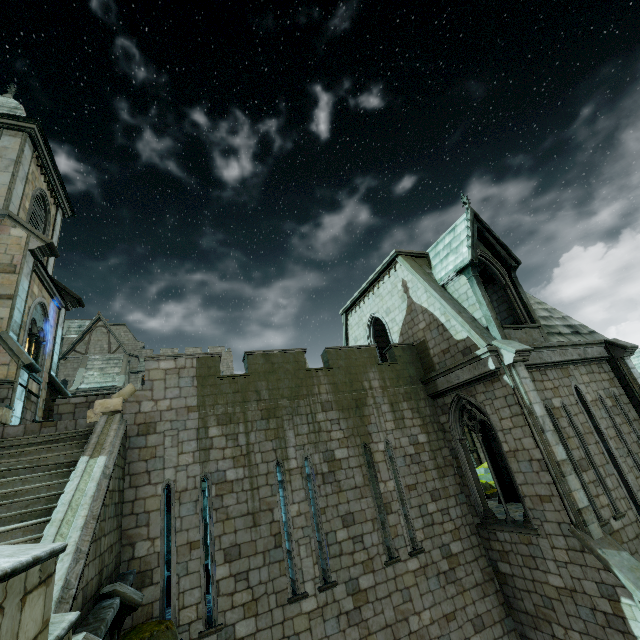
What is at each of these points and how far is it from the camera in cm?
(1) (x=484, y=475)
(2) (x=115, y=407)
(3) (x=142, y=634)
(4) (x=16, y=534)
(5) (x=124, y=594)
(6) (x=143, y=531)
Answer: (1) rock, 2298
(2) brick, 929
(3) rock, 660
(4) stair, 544
(5) stone column, 592
(6) building, 834

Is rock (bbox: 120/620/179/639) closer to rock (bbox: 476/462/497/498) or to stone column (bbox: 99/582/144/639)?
stone column (bbox: 99/582/144/639)

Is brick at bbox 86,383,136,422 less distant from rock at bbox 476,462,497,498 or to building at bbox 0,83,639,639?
building at bbox 0,83,639,639

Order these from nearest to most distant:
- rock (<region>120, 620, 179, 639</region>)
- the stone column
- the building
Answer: the stone column < rock (<region>120, 620, 179, 639</region>) < the building

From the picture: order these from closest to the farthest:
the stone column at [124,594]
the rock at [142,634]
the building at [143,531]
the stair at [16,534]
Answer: the stair at [16,534], the stone column at [124,594], the rock at [142,634], the building at [143,531]

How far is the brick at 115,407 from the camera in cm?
905

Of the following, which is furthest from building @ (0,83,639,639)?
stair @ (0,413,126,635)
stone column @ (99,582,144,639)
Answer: stone column @ (99,582,144,639)

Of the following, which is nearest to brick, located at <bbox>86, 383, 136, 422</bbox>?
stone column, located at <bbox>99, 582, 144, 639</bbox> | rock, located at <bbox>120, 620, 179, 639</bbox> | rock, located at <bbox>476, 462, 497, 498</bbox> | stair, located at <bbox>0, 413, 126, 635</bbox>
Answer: stair, located at <bbox>0, 413, 126, 635</bbox>
